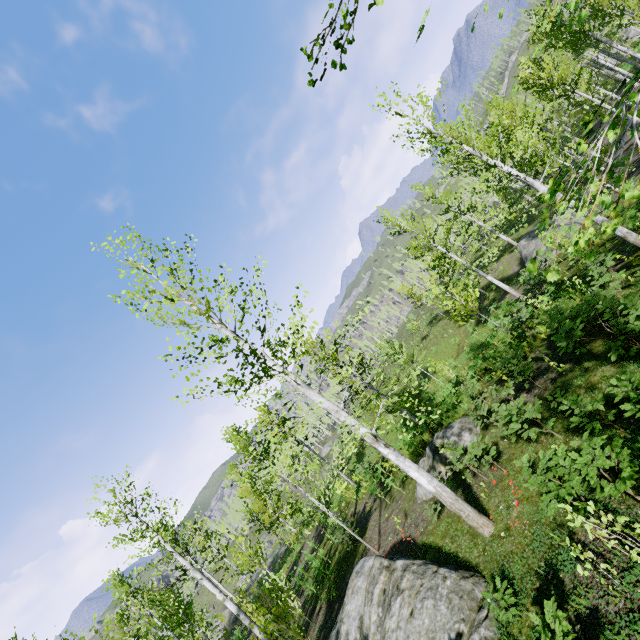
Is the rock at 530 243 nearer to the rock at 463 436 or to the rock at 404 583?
the rock at 463 436

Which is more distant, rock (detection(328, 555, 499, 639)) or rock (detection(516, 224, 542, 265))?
rock (detection(516, 224, 542, 265))

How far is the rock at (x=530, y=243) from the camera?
24.2 meters

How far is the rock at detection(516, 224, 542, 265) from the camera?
24.22m

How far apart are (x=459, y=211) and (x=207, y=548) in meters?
33.5 m

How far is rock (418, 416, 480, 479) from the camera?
11.4 meters

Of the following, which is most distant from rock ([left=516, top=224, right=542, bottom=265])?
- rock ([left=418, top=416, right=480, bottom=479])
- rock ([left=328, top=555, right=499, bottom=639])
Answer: rock ([left=328, top=555, right=499, bottom=639])

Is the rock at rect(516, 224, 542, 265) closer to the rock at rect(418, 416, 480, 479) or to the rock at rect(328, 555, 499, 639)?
the rock at rect(418, 416, 480, 479)
